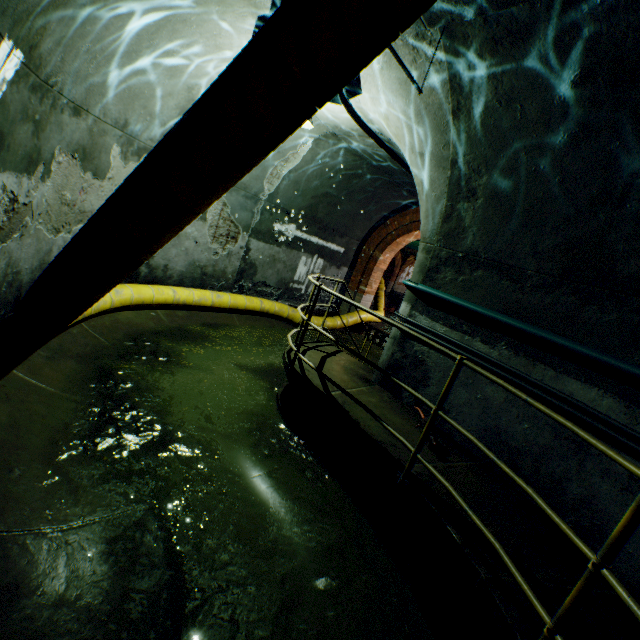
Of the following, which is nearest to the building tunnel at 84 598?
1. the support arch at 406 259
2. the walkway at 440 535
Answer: the walkway at 440 535

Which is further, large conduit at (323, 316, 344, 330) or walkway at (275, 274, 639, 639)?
large conduit at (323, 316, 344, 330)

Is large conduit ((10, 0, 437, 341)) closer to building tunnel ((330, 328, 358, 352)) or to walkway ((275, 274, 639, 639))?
building tunnel ((330, 328, 358, 352))

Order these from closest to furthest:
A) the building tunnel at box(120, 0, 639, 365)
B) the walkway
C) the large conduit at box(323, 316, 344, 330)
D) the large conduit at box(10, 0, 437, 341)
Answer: the large conduit at box(10, 0, 437, 341), the walkway, the building tunnel at box(120, 0, 639, 365), the large conduit at box(323, 316, 344, 330)

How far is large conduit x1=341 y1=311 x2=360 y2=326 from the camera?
10.36m

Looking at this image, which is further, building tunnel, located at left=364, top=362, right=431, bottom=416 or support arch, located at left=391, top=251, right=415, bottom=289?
support arch, located at left=391, top=251, right=415, bottom=289

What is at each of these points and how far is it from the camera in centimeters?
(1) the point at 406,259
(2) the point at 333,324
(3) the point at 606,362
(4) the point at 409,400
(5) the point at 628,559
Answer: (1) support arch, 3136cm
(2) large conduit, 1001cm
(3) cable, 290cm
(4) building tunnel, 464cm
(5) building tunnel, 262cm

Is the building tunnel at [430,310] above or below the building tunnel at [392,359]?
above
